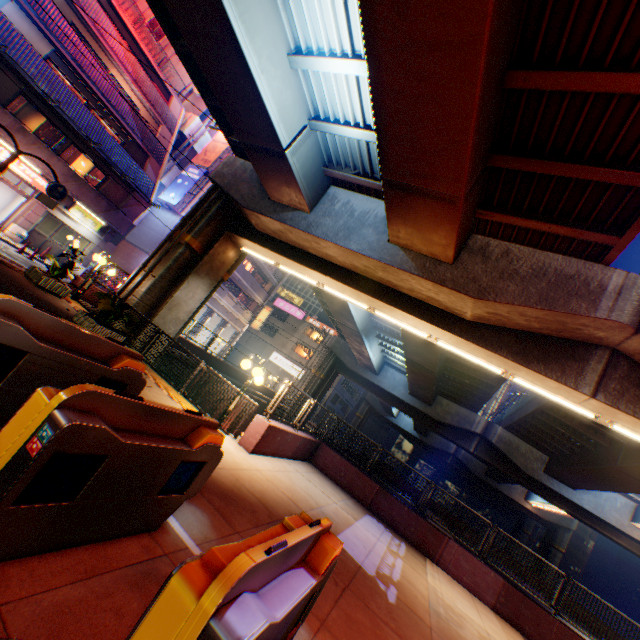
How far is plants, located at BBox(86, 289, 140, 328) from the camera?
9.2m

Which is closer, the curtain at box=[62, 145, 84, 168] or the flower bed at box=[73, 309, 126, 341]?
the flower bed at box=[73, 309, 126, 341]

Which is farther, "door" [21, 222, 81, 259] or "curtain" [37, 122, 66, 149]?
"door" [21, 222, 81, 259]

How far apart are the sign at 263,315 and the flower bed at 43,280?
27.13m

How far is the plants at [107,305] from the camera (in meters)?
9.18

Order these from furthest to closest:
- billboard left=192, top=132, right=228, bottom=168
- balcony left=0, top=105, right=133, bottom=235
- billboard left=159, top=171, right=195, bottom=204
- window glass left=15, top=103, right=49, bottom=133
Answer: billboard left=192, top=132, right=228, bottom=168, billboard left=159, top=171, right=195, bottom=204, window glass left=15, top=103, right=49, bottom=133, balcony left=0, top=105, right=133, bottom=235

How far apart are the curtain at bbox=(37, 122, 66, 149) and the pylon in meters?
4.3 m

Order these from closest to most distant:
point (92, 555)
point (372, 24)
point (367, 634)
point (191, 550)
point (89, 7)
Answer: point (92, 555), point (191, 550), point (367, 634), point (372, 24), point (89, 7)
